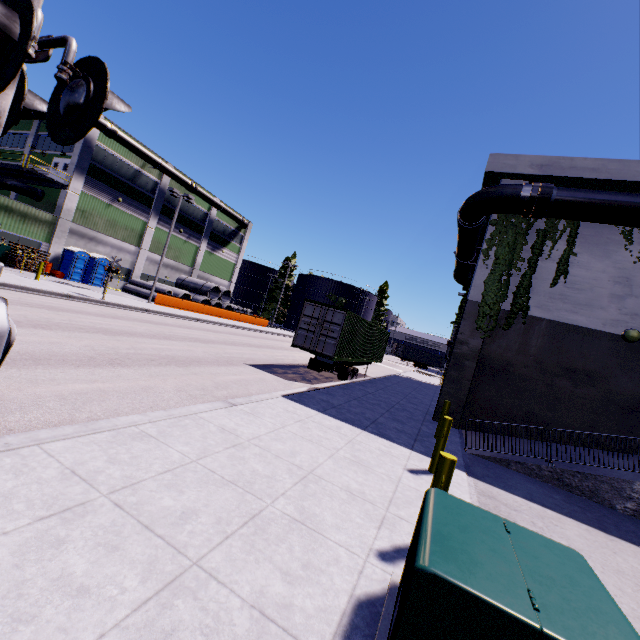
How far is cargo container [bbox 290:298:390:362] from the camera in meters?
14.7

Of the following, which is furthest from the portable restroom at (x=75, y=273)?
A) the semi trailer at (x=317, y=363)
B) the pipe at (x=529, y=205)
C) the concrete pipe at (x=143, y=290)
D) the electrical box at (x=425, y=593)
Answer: the electrical box at (x=425, y=593)

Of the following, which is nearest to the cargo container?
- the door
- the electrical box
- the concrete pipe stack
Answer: the concrete pipe stack

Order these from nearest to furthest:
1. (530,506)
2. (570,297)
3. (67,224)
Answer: (530,506)
(570,297)
(67,224)

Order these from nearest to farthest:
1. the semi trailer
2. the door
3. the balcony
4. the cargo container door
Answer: the cargo container door
the semi trailer
the balcony
the door

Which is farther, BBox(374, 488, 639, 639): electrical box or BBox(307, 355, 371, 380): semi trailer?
BBox(307, 355, 371, 380): semi trailer

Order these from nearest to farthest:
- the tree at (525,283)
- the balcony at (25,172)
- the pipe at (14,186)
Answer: the tree at (525,283) < the balcony at (25,172) < the pipe at (14,186)

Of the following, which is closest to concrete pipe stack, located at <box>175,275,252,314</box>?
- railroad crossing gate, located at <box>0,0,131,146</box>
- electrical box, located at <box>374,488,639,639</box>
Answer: railroad crossing gate, located at <box>0,0,131,146</box>
